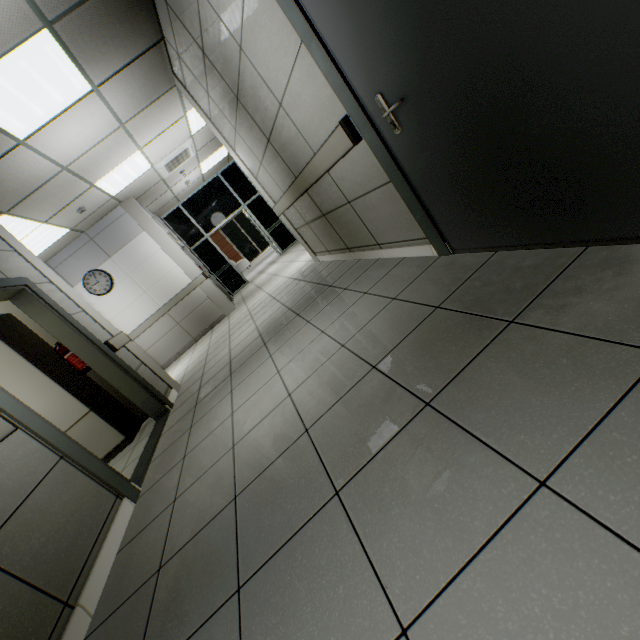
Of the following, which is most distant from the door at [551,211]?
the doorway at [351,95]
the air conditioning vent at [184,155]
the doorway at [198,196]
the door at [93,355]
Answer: the doorway at [198,196]

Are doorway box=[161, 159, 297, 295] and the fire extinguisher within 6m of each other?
no

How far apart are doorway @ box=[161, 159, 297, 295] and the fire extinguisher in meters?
7.2 m

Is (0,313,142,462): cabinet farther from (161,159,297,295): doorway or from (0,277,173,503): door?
(161,159,297,295): doorway

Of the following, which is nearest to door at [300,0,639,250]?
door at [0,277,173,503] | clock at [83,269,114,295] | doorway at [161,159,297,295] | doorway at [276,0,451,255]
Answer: doorway at [276,0,451,255]

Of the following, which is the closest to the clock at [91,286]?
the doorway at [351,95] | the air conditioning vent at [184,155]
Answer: the air conditioning vent at [184,155]

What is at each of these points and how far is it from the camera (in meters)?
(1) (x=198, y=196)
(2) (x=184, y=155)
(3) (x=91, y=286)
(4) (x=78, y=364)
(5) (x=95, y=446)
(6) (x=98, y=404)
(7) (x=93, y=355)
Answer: (1) doorway, 10.30
(2) air conditioning vent, 6.99
(3) clock, 6.97
(4) fire extinguisher, 3.77
(5) laboratory table, 3.95
(6) cabinet, 4.04
(7) door, 3.71

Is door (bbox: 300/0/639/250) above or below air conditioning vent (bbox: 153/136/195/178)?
below
